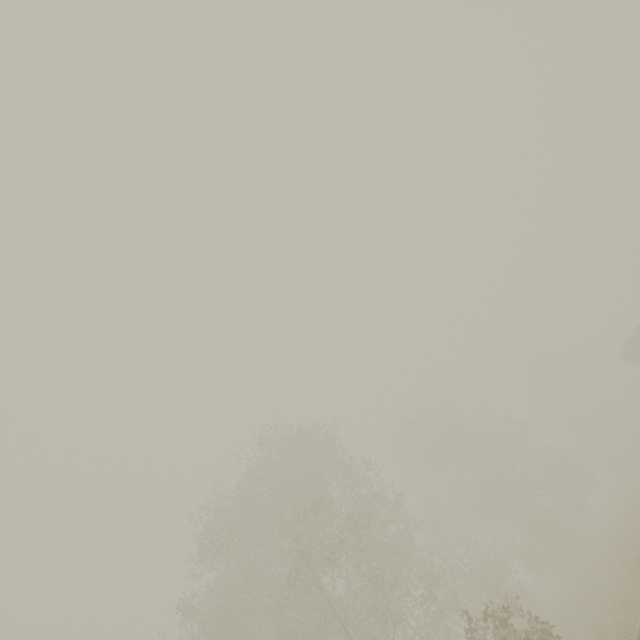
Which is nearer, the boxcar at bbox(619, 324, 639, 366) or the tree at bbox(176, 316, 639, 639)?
the tree at bbox(176, 316, 639, 639)

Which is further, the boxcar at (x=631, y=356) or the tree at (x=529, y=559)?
the boxcar at (x=631, y=356)

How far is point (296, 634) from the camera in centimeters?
1484cm
